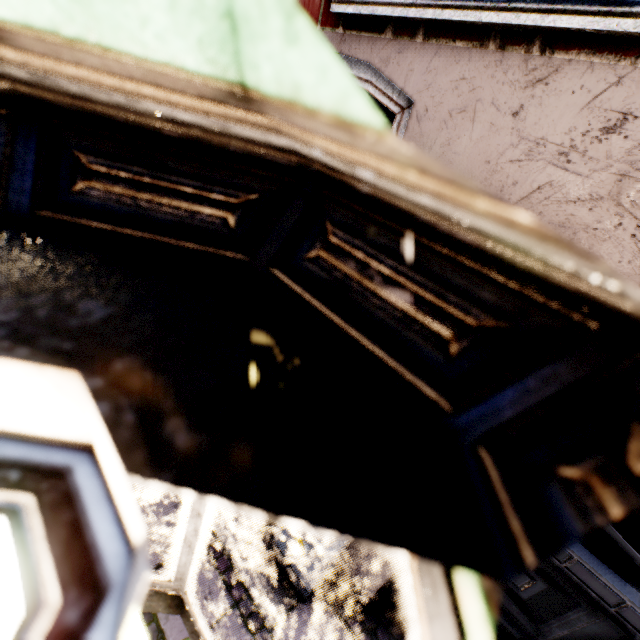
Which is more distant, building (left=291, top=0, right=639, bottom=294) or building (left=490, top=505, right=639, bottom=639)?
building (left=490, top=505, right=639, bottom=639)

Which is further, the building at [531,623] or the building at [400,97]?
the building at [531,623]

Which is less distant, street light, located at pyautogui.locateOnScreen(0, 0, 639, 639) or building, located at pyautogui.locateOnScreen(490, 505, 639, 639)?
street light, located at pyautogui.locateOnScreen(0, 0, 639, 639)

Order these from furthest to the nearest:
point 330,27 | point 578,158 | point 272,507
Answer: point 330,27
point 578,158
point 272,507

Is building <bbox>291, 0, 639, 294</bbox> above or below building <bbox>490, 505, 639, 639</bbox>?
above

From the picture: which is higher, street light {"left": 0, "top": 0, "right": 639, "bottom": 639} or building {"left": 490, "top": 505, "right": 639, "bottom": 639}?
street light {"left": 0, "top": 0, "right": 639, "bottom": 639}

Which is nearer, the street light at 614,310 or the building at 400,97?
the street light at 614,310

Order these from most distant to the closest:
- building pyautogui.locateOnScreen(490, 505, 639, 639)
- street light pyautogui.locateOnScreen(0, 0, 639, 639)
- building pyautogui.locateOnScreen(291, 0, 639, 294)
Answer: building pyautogui.locateOnScreen(490, 505, 639, 639)
building pyautogui.locateOnScreen(291, 0, 639, 294)
street light pyautogui.locateOnScreen(0, 0, 639, 639)
